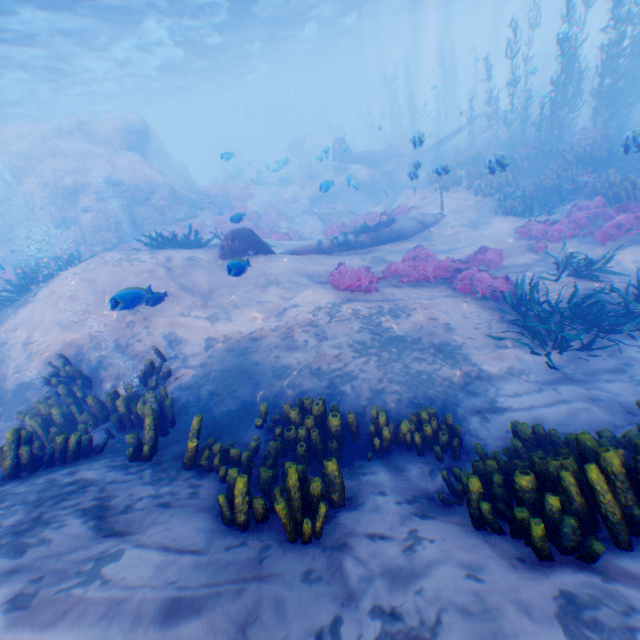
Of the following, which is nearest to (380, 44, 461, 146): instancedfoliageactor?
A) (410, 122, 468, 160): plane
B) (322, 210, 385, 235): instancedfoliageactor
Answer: (410, 122, 468, 160): plane

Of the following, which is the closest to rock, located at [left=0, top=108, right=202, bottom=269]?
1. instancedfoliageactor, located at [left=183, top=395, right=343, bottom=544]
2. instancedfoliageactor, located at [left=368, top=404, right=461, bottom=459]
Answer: instancedfoliageactor, located at [left=368, top=404, right=461, bottom=459]

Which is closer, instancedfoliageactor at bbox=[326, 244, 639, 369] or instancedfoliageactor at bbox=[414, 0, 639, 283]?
instancedfoliageactor at bbox=[326, 244, 639, 369]

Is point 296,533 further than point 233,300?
No

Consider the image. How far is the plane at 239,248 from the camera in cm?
1036

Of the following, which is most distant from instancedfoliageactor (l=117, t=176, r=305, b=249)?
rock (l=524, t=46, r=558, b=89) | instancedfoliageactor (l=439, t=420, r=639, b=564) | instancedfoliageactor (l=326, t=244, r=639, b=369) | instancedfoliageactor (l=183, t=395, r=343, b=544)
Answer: instancedfoliageactor (l=439, t=420, r=639, b=564)

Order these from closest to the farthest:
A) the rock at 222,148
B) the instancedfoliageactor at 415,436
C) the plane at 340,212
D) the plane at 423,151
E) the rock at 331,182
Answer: the instancedfoliageactor at 415,436
the plane at 340,212
the rock at 331,182
the plane at 423,151
the rock at 222,148

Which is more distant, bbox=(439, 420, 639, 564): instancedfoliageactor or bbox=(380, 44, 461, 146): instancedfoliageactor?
bbox=(380, 44, 461, 146): instancedfoliageactor
